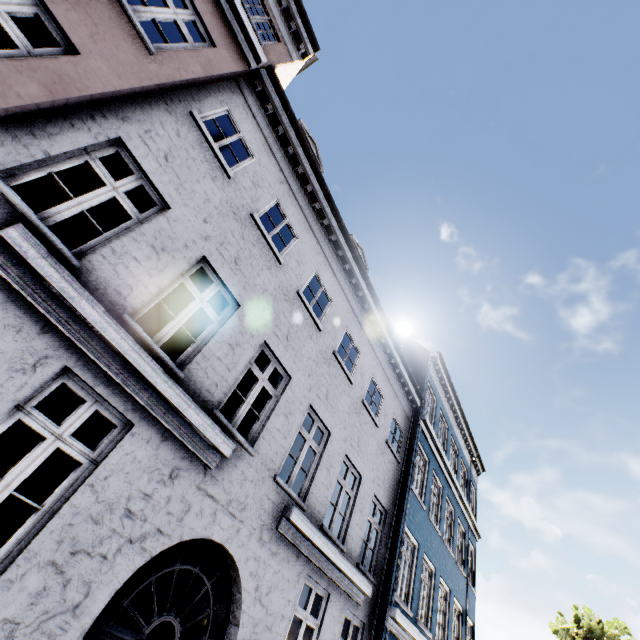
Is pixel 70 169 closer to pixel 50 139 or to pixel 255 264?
pixel 50 139

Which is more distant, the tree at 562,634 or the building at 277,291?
the tree at 562,634

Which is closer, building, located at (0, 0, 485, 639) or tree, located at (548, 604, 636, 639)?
building, located at (0, 0, 485, 639)
